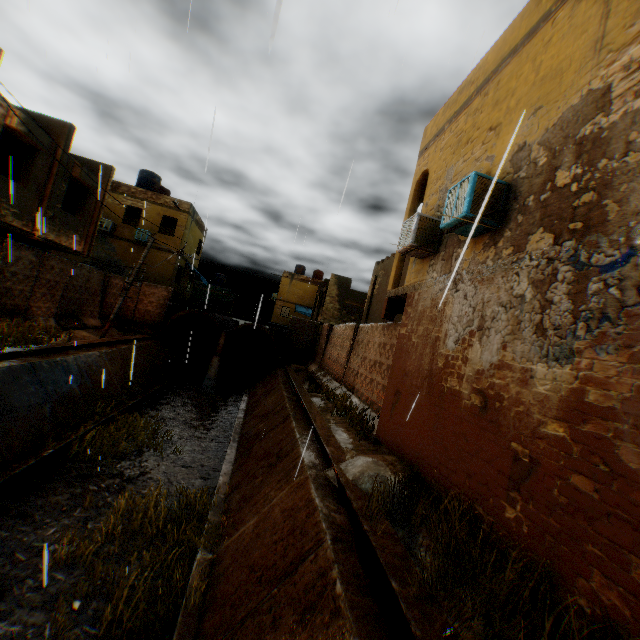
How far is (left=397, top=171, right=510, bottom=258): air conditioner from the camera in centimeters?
550cm

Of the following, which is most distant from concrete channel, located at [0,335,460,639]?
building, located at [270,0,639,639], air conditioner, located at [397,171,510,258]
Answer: air conditioner, located at [397,171,510,258]

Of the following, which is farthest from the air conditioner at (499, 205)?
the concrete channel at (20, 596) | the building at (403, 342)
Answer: the concrete channel at (20, 596)

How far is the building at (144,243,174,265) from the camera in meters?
23.6 m

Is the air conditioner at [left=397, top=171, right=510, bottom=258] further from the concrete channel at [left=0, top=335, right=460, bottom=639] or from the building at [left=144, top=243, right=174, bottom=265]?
the concrete channel at [left=0, top=335, right=460, bottom=639]

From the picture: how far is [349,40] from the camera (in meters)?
9.06
